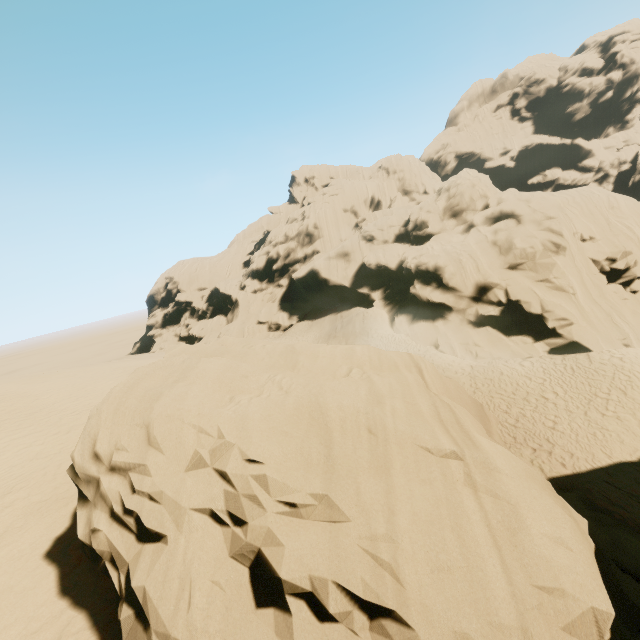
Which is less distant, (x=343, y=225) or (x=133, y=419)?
(x=133, y=419)
